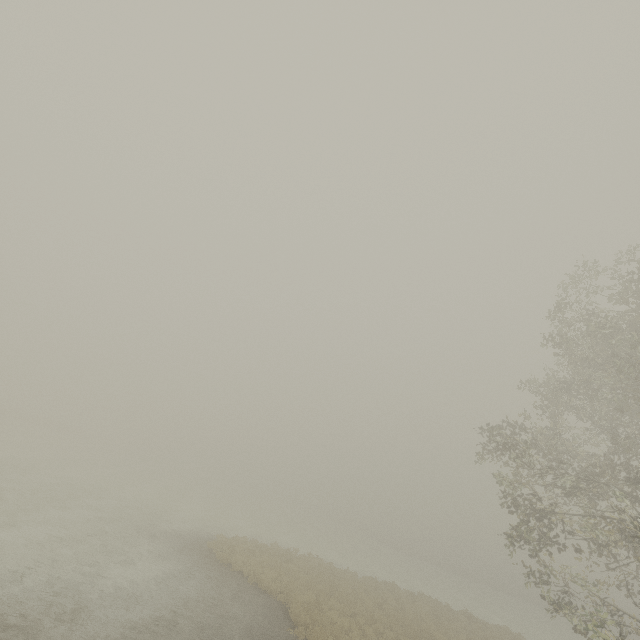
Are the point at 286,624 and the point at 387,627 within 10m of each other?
yes
